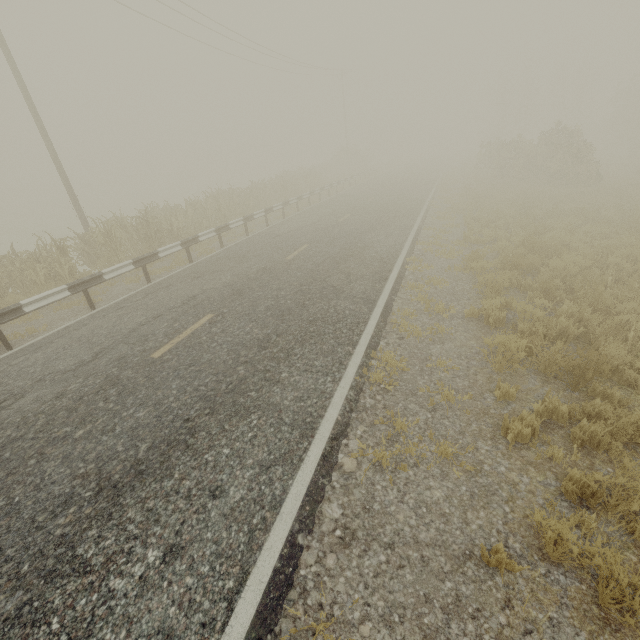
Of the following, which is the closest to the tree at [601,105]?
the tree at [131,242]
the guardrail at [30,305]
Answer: the tree at [131,242]

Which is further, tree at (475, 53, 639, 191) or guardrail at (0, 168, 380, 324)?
tree at (475, 53, 639, 191)

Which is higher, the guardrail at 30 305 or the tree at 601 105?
the tree at 601 105

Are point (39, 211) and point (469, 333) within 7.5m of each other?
no

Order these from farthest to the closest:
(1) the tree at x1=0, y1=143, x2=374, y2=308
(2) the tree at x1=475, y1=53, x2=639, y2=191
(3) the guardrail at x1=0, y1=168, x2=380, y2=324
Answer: (2) the tree at x1=475, y1=53, x2=639, y2=191, (1) the tree at x1=0, y1=143, x2=374, y2=308, (3) the guardrail at x1=0, y1=168, x2=380, y2=324

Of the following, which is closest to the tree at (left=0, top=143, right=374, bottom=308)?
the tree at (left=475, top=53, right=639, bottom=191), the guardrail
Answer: the tree at (left=475, top=53, right=639, bottom=191)

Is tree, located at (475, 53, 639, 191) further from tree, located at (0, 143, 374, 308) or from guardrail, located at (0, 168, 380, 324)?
guardrail, located at (0, 168, 380, 324)
